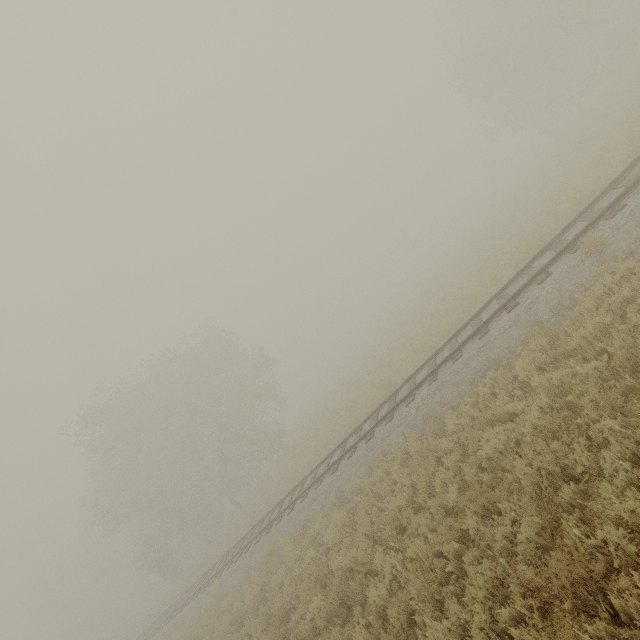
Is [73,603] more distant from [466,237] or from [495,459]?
[466,237]
